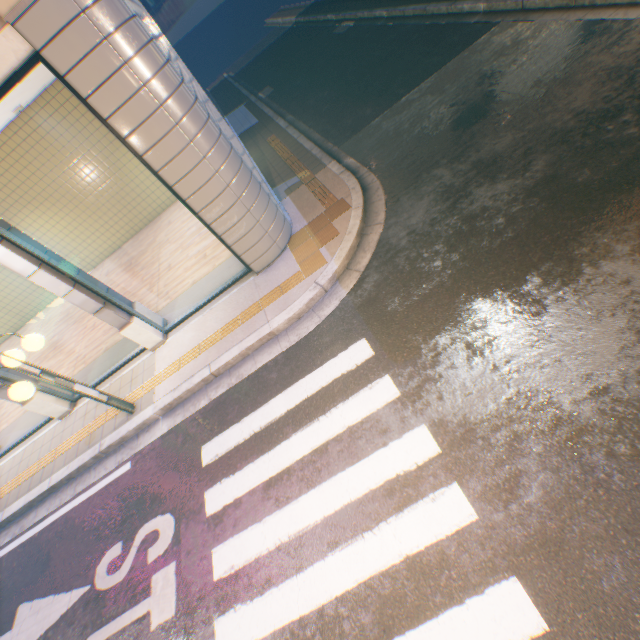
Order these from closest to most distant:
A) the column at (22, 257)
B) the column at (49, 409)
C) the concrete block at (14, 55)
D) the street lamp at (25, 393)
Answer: the concrete block at (14, 55)
the street lamp at (25, 393)
the column at (22, 257)
the column at (49, 409)

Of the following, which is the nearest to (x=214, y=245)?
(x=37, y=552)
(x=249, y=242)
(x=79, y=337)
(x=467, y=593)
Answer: (x=249, y=242)

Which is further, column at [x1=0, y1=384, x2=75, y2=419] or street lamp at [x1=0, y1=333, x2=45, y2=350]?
column at [x1=0, y1=384, x2=75, y2=419]

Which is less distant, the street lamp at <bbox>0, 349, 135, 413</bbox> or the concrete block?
the concrete block

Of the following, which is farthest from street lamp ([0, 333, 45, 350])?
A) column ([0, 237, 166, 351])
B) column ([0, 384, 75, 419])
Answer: column ([0, 384, 75, 419])

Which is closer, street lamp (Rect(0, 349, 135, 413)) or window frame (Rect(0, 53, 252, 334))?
window frame (Rect(0, 53, 252, 334))

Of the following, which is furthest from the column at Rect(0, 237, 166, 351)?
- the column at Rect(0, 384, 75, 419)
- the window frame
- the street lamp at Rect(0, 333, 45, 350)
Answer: the column at Rect(0, 384, 75, 419)

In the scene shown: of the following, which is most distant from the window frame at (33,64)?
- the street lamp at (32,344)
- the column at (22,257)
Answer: the street lamp at (32,344)
